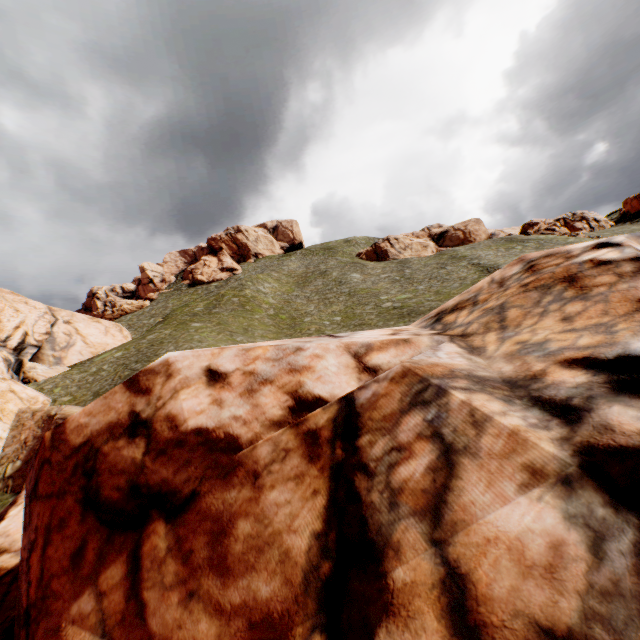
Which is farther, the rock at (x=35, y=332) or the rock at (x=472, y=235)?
the rock at (x=472, y=235)

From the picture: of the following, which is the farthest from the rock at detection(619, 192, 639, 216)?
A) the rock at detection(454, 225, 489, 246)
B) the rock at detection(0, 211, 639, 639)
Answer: the rock at detection(0, 211, 639, 639)

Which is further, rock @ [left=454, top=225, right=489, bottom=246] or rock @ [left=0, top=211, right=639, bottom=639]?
rock @ [left=454, top=225, right=489, bottom=246]

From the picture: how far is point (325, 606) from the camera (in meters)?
2.68

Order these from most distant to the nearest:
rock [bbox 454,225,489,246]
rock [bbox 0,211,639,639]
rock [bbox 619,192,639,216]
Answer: rock [bbox 454,225,489,246] → rock [bbox 619,192,639,216] → rock [bbox 0,211,639,639]

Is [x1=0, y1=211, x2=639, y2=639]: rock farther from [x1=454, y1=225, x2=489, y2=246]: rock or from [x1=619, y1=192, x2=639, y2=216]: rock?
[x1=454, y1=225, x2=489, y2=246]: rock

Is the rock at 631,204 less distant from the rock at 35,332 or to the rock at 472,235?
the rock at 472,235

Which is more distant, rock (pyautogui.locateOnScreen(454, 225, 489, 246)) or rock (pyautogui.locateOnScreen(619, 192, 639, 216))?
rock (pyautogui.locateOnScreen(454, 225, 489, 246))
